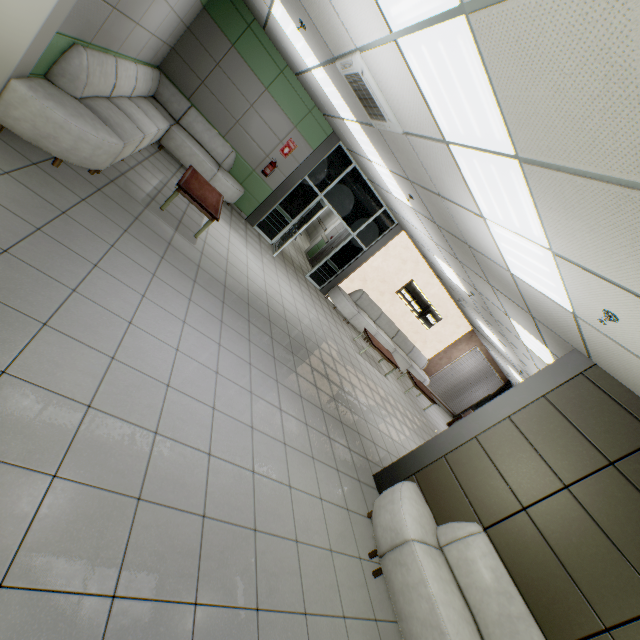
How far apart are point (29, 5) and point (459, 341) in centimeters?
1409cm

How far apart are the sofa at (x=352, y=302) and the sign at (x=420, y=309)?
0.8 meters

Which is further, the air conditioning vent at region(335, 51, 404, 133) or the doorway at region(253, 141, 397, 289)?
the doorway at region(253, 141, 397, 289)

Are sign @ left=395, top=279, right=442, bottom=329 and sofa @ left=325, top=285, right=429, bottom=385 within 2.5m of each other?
yes

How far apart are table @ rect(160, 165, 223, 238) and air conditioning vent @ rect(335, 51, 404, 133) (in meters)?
2.73

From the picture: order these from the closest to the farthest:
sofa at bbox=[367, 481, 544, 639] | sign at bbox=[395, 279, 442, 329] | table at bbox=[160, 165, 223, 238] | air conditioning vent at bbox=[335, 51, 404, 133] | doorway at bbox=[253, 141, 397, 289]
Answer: sofa at bbox=[367, 481, 544, 639], air conditioning vent at bbox=[335, 51, 404, 133], table at bbox=[160, 165, 223, 238], doorway at bbox=[253, 141, 397, 289], sign at bbox=[395, 279, 442, 329]

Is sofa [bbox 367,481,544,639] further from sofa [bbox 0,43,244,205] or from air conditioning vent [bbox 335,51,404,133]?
sofa [bbox 0,43,244,205]

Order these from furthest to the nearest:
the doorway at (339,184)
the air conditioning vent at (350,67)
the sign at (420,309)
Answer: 1. the sign at (420,309)
2. the doorway at (339,184)
3. the air conditioning vent at (350,67)
